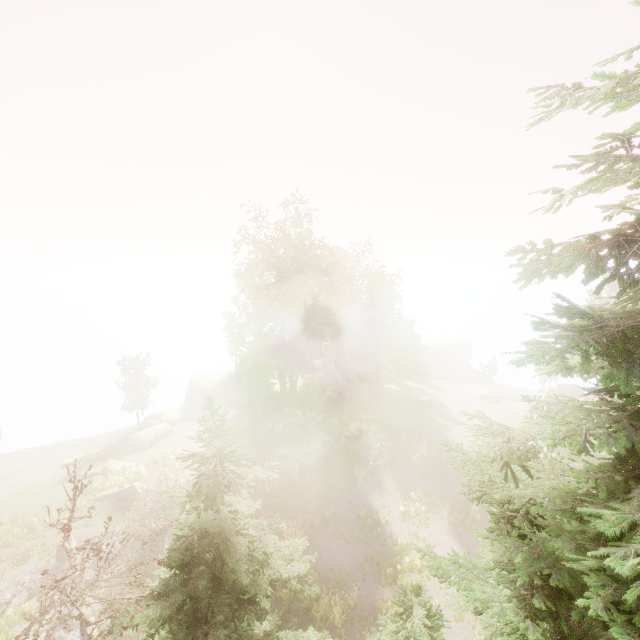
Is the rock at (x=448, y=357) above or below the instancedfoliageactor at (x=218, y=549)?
below

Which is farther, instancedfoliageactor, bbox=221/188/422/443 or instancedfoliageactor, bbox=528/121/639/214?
instancedfoliageactor, bbox=221/188/422/443

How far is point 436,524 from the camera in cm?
2200

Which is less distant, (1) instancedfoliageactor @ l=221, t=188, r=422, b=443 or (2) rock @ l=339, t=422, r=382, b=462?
(2) rock @ l=339, t=422, r=382, b=462

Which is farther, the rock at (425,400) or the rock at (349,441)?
the rock at (425,400)

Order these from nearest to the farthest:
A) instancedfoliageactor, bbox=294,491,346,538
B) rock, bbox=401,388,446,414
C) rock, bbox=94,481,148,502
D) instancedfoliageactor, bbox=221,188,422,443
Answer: instancedfoliageactor, bbox=294,491,346,538 → rock, bbox=94,481,148,502 → instancedfoliageactor, bbox=221,188,422,443 → rock, bbox=401,388,446,414

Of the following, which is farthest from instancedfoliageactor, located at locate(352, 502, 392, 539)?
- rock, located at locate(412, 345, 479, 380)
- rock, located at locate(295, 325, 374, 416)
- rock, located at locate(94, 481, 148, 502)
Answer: rock, located at locate(94, 481, 148, 502)
